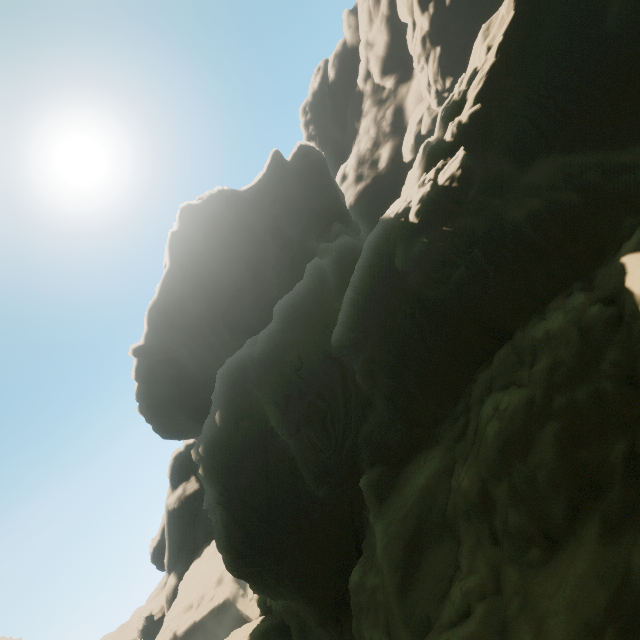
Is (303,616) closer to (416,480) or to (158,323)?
(416,480)
